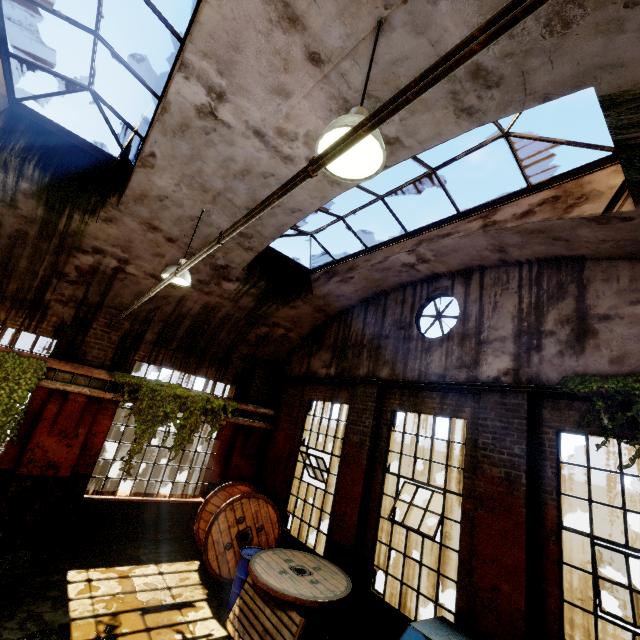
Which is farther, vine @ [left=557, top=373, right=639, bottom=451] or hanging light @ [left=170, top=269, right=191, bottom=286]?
hanging light @ [left=170, top=269, right=191, bottom=286]

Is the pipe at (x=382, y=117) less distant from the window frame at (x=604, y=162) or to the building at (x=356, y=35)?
the building at (x=356, y=35)

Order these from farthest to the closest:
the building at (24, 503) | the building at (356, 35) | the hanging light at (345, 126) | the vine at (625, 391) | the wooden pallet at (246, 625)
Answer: the building at (24, 503)
the wooden pallet at (246, 625)
the vine at (625, 391)
the building at (356, 35)
the hanging light at (345, 126)

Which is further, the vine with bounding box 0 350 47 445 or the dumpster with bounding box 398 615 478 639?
the vine with bounding box 0 350 47 445

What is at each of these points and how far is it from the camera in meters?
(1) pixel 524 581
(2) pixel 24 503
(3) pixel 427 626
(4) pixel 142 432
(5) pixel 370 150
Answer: (1) pillar, 4.4 m
(2) building, 7.0 m
(3) dumpster, 4.4 m
(4) vine, 8.1 m
(5) hanging light, 2.4 m

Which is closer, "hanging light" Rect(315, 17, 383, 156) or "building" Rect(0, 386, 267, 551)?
"hanging light" Rect(315, 17, 383, 156)

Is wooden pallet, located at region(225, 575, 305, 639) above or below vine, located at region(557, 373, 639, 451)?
below

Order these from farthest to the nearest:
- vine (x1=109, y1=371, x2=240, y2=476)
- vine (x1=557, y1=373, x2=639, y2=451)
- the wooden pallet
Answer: vine (x1=109, y1=371, x2=240, y2=476)
the wooden pallet
vine (x1=557, y1=373, x2=639, y2=451)
